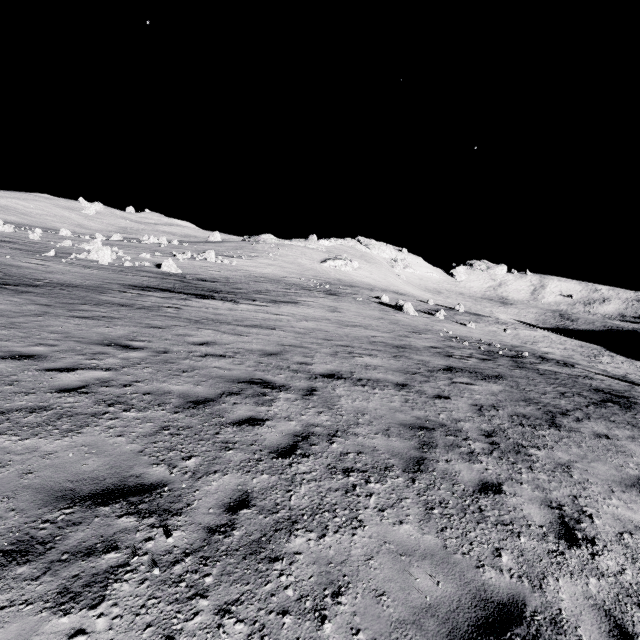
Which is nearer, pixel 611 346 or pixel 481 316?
pixel 611 346
